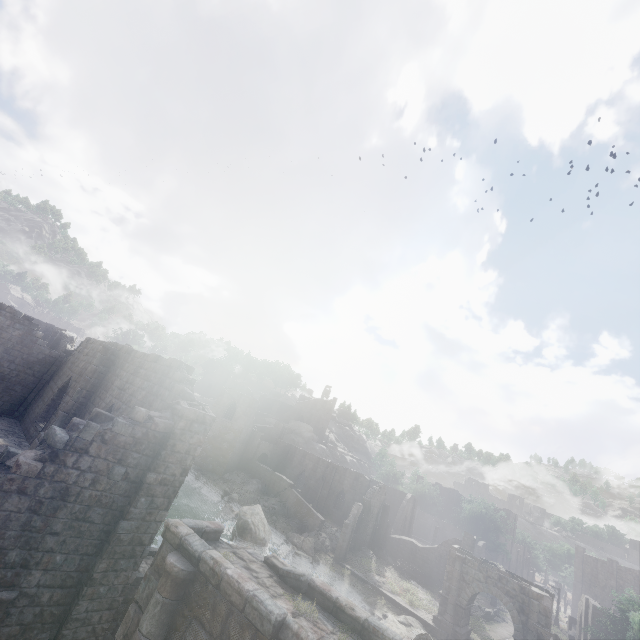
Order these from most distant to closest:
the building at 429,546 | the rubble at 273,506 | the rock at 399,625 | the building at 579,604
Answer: the rubble at 273,506 → the building at 429,546 → the building at 579,604 → the rock at 399,625

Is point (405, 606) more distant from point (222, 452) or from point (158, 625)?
point (158, 625)

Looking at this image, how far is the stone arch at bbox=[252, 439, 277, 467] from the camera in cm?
5044

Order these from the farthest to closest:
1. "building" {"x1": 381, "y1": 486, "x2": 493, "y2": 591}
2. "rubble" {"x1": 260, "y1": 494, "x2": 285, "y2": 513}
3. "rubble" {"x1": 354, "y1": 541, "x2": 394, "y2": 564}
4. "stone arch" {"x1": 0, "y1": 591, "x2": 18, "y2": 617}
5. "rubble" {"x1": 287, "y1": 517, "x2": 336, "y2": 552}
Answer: "rubble" {"x1": 260, "y1": 494, "x2": 285, "y2": 513}, "building" {"x1": 381, "y1": 486, "x2": 493, "y2": 591}, "rubble" {"x1": 354, "y1": 541, "x2": 394, "y2": 564}, "rubble" {"x1": 287, "y1": 517, "x2": 336, "y2": 552}, "stone arch" {"x1": 0, "y1": 591, "x2": 18, "y2": 617}

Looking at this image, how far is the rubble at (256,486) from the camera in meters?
42.7 m

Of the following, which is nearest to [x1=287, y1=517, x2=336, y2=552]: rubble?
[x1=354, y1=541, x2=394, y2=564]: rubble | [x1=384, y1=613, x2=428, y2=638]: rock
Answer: [x1=354, y1=541, x2=394, y2=564]: rubble

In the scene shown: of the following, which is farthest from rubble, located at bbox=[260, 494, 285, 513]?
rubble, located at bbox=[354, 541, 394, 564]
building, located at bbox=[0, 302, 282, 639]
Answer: rubble, located at bbox=[354, 541, 394, 564]

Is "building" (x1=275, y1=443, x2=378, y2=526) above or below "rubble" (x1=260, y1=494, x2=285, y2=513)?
above
